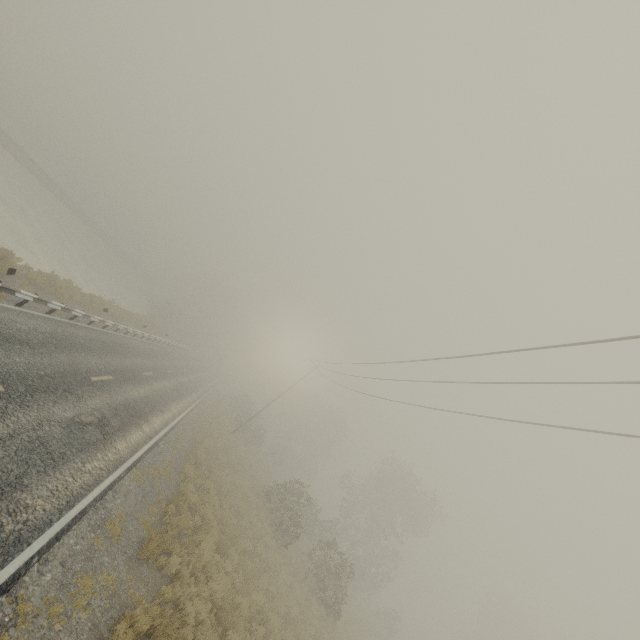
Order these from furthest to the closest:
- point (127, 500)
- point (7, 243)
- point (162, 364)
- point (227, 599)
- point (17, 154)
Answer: point (17, 154)
point (162, 364)
point (7, 243)
point (227, 599)
point (127, 500)
